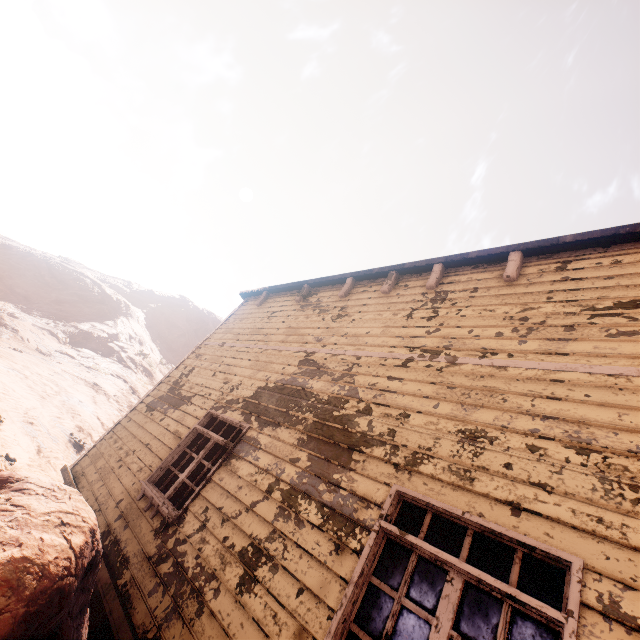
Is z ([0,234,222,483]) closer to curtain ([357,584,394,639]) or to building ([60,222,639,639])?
building ([60,222,639,639])

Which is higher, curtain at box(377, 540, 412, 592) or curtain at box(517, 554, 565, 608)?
curtain at box(517, 554, 565, 608)

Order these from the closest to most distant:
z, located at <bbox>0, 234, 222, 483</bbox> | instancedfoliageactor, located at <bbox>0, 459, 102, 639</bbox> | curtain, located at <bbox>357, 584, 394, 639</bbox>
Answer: instancedfoliageactor, located at <bbox>0, 459, 102, 639</bbox>, curtain, located at <bbox>357, 584, 394, 639</bbox>, z, located at <bbox>0, 234, 222, 483</bbox>

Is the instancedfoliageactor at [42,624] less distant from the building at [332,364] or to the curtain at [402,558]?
the building at [332,364]

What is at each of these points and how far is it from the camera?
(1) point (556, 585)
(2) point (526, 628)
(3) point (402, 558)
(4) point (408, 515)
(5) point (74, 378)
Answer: (1) curtain, 2.2 meters
(2) curtain, 2.1 meters
(3) curtain, 2.7 meters
(4) curtain, 3.0 meters
(5) z, 16.8 meters

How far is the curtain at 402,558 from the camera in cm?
262

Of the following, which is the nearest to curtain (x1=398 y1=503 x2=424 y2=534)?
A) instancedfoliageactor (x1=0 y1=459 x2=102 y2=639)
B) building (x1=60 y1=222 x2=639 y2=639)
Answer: building (x1=60 y1=222 x2=639 y2=639)
